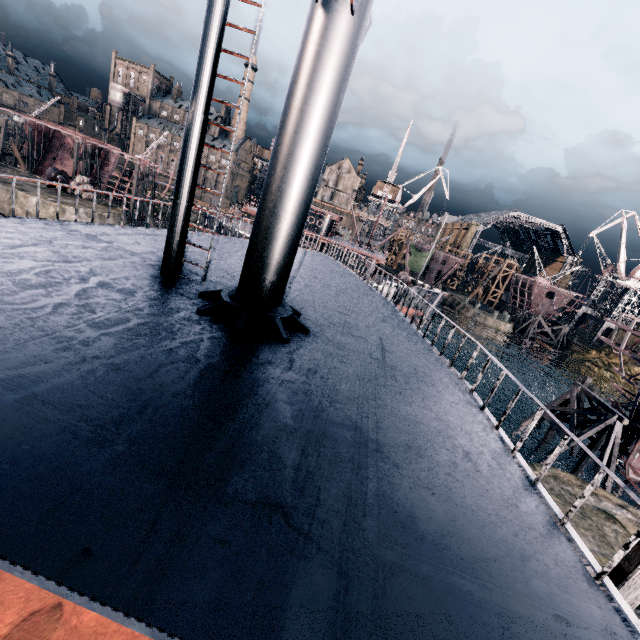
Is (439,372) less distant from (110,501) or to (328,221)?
(110,501)

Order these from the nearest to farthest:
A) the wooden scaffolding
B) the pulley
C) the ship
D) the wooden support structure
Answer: the ship → the wooden scaffolding → the wooden support structure → the pulley

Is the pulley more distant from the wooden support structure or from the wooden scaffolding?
the wooden support structure

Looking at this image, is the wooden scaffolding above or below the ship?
below

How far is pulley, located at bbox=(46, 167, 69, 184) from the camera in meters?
40.9

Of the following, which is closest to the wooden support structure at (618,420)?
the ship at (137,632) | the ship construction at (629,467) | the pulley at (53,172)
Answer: the ship construction at (629,467)

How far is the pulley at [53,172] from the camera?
40.9 meters

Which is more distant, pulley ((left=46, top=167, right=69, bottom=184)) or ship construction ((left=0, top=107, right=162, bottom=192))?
ship construction ((left=0, top=107, right=162, bottom=192))
